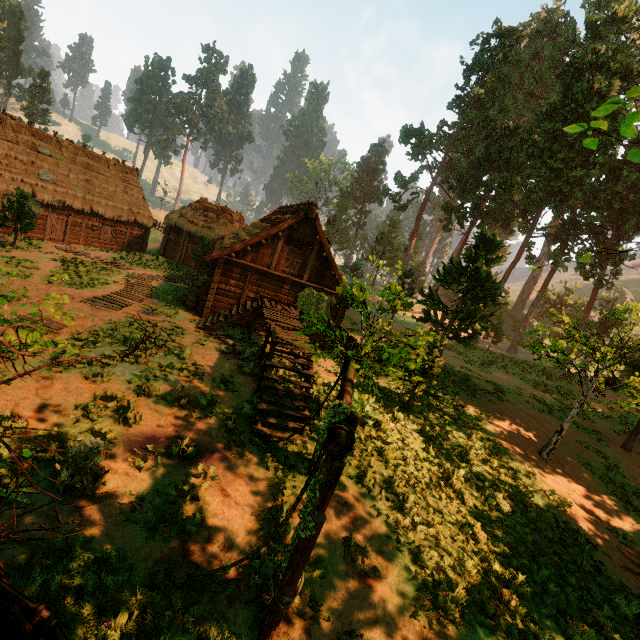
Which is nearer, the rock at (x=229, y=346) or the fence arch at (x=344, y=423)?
the fence arch at (x=344, y=423)

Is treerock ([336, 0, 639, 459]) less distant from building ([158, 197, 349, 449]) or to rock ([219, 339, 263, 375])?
building ([158, 197, 349, 449])

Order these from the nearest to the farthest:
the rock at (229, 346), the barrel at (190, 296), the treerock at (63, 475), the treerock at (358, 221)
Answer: the treerock at (63, 475)
the rock at (229, 346)
the barrel at (190, 296)
the treerock at (358, 221)

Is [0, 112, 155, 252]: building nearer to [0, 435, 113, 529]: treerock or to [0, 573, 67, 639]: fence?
[0, 435, 113, 529]: treerock

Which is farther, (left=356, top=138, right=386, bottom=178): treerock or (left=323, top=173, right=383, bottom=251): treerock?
(left=356, top=138, right=386, bottom=178): treerock

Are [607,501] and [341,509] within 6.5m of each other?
no

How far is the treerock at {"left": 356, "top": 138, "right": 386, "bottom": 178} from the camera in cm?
5791
